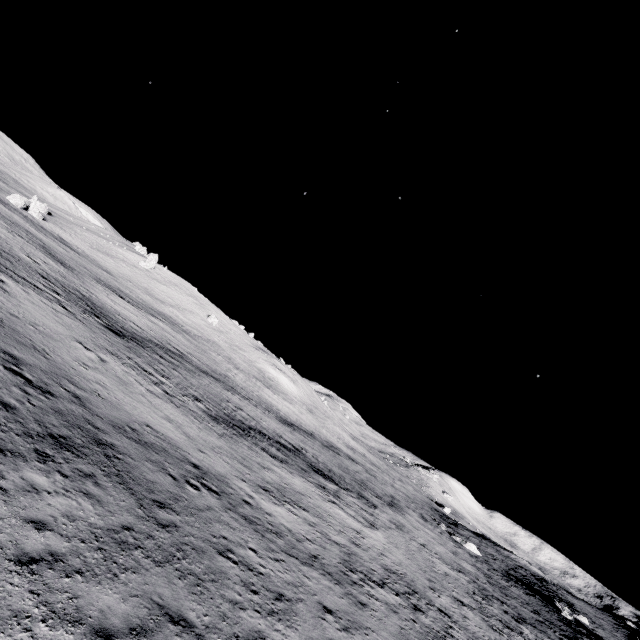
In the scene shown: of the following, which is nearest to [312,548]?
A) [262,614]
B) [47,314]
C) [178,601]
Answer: [262,614]
